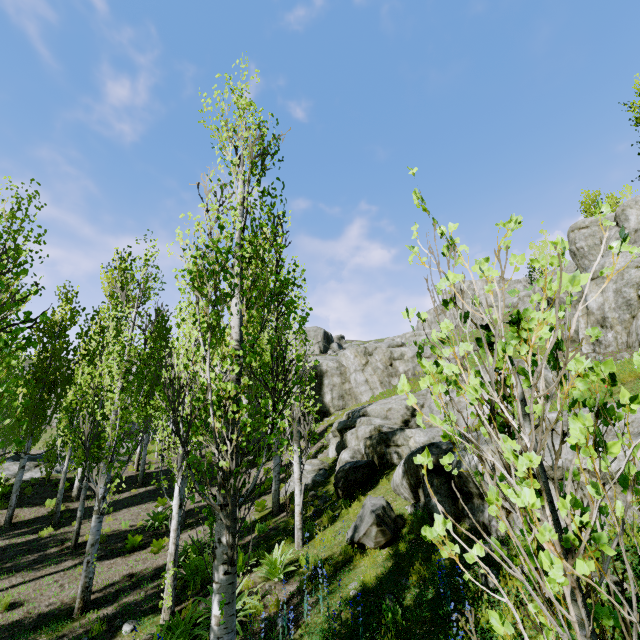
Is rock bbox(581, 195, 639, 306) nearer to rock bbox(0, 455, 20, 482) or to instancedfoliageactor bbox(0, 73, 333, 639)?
instancedfoliageactor bbox(0, 73, 333, 639)

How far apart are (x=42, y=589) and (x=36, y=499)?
8.34m

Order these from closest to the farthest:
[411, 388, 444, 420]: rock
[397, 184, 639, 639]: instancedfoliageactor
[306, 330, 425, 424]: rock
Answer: [397, 184, 639, 639]: instancedfoliageactor
[411, 388, 444, 420]: rock
[306, 330, 425, 424]: rock

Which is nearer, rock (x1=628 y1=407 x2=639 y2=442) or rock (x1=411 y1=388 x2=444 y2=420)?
rock (x1=628 y1=407 x2=639 y2=442)

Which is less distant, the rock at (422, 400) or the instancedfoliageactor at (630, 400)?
the instancedfoliageactor at (630, 400)

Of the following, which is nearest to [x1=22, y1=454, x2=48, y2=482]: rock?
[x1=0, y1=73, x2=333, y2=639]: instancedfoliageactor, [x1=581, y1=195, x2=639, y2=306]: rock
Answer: [x1=0, y1=73, x2=333, y2=639]: instancedfoliageactor

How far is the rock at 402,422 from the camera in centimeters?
672cm
